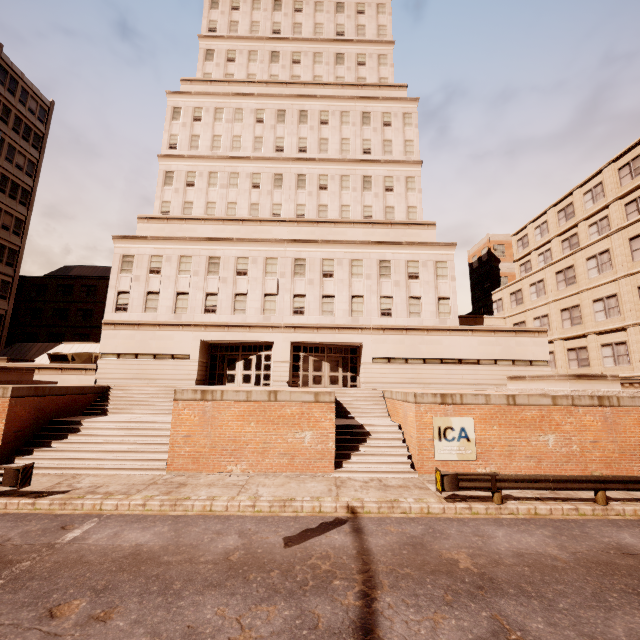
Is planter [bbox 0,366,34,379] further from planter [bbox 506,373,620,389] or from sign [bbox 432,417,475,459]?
planter [bbox 506,373,620,389]

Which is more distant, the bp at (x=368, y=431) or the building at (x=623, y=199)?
the building at (x=623, y=199)

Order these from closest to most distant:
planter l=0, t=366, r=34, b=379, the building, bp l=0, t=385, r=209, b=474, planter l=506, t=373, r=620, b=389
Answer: bp l=0, t=385, r=209, b=474 < planter l=506, t=373, r=620, b=389 < planter l=0, t=366, r=34, b=379 < the building

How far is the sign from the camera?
13.55m

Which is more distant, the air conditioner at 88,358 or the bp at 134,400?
the air conditioner at 88,358

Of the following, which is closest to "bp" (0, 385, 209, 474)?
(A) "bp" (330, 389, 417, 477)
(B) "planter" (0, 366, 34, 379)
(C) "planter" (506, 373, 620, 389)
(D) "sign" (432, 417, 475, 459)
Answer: (B) "planter" (0, 366, 34, 379)

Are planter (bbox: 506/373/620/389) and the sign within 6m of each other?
yes

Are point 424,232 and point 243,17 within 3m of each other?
no
